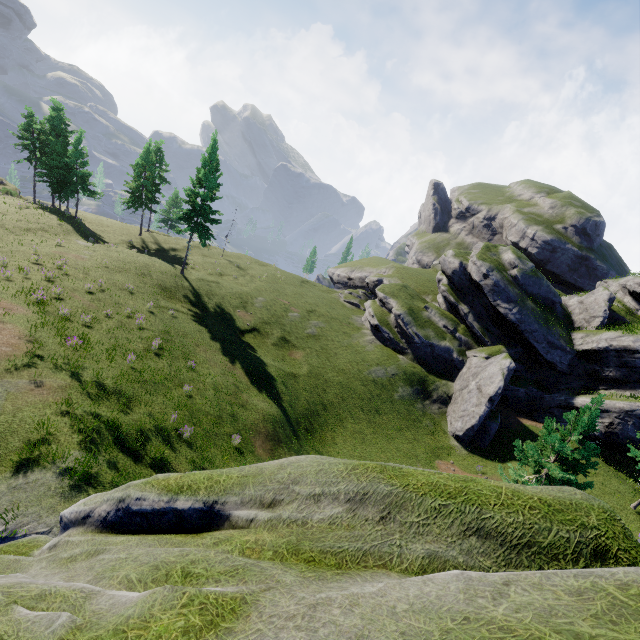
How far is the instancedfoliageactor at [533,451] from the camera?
15.5 meters

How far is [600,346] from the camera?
29.8m

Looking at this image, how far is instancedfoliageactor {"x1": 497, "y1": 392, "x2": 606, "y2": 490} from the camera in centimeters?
1545cm
